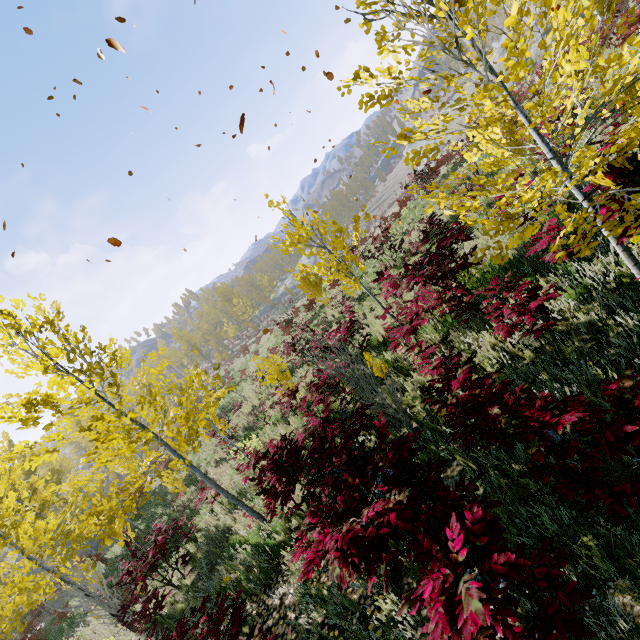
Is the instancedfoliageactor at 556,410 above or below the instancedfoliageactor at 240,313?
below

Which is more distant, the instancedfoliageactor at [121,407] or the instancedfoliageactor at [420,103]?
the instancedfoliageactor at [420,103]

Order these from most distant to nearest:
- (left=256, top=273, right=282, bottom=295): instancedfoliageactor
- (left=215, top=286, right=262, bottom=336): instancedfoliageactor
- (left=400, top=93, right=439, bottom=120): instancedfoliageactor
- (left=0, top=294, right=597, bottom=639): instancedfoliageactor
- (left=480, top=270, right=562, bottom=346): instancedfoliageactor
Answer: (left=256, top=273, right=282, bottom=295): instancedfoliageactor → (left=215, top=286, right=262, bottom=336): instancedfoliageactor → (left=480, top=270, right=562, bottom=346): instancedfoliageactor → (left=400, top=93, right=439, bottom=120): instancedfoliageactor → (left=0, top=294, right=597, bottom=639): instancedfoliageactor

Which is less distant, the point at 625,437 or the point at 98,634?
the point at 625,437

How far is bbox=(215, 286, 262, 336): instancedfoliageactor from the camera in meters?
48.3

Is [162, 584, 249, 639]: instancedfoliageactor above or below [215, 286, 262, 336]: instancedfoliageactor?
below
